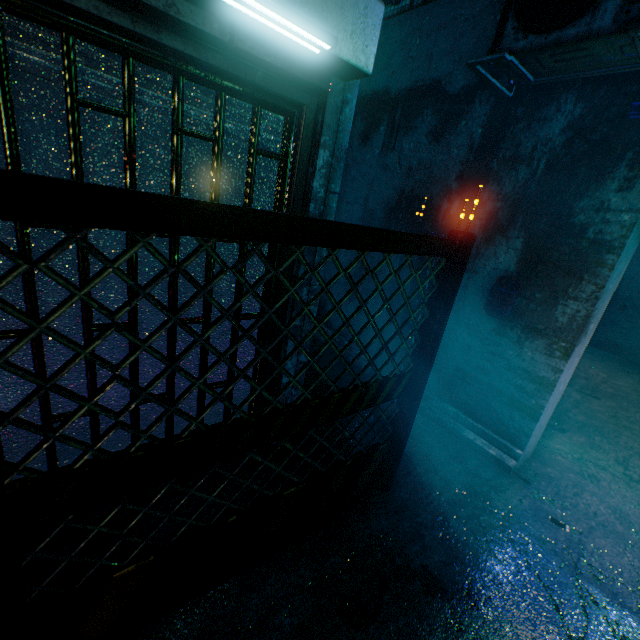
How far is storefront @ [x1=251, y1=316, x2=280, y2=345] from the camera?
2.2m

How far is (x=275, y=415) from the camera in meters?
1.4 m

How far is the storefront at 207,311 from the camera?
1.9m

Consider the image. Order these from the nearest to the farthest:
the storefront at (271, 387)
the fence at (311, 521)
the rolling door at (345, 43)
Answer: the fence at (311, 521) < the rolling door at (345, 43) < the storefront at (271, 387)

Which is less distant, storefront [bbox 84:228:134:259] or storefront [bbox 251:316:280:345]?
storefront [bbox 84:228:134:259]

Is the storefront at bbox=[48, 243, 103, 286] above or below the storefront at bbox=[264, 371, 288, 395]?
above
